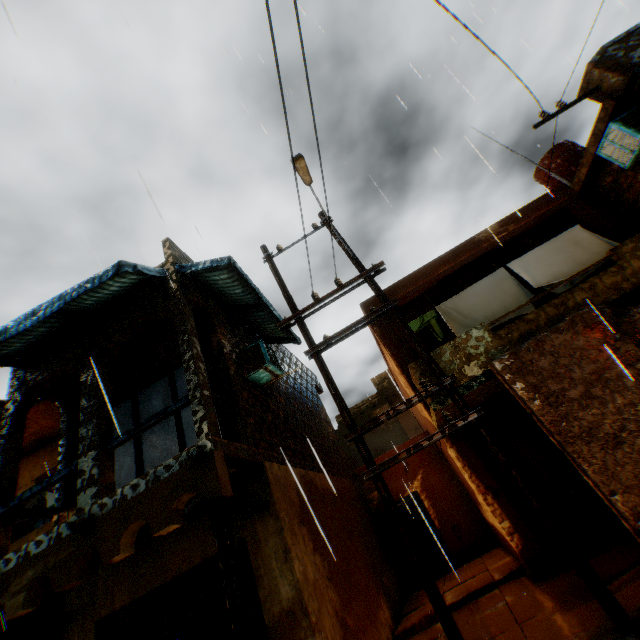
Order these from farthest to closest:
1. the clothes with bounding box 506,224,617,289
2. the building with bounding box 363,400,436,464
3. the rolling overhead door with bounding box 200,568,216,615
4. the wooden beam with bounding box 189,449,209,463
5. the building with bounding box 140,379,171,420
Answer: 1. the building with bounding box 140,379,171,420
2. the building with bounding box 363,400,436,464
3. the clothes with bounding box 506,224,617,289
4. the rolling overhead door with bounding box 200,568,216,615
5. the wooden beam with bounding box 189,449,209,463

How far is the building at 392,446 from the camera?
10.22m

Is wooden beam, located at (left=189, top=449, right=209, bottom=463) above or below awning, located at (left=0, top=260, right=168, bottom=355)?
below

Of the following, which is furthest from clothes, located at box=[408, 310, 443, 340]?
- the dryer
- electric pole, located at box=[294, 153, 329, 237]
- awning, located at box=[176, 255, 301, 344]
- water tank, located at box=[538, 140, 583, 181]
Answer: the dryer

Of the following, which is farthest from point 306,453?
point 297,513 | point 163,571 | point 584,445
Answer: point 584,445

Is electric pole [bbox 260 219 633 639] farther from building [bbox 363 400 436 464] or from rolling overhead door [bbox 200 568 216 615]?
rolling overhead door [bbox 200 568 216 615]

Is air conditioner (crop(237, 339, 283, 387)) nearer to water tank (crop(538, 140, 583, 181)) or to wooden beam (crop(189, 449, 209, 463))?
wooden beam (crop(189, 449, 209, 463))

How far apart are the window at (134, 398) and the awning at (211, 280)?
1.4 meters
